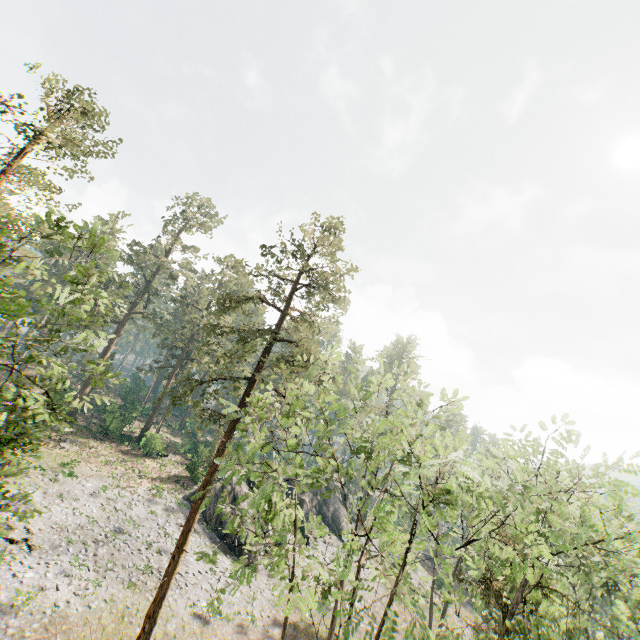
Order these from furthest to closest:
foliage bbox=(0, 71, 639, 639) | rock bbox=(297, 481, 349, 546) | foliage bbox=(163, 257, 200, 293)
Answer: foliage bbox=(163, 257, 200, 293)
rock bbox=(297, 481, 349, 546)
foliage bbox=(0, 71, 639, 639)

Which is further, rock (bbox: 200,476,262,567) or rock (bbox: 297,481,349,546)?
rock (bbox: 297,481,349,546)

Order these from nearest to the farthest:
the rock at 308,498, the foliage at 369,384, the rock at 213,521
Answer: the foliage at 369,384 < the rock at 213,521 < the rock at 308,498

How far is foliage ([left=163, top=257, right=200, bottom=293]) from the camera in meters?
49.1

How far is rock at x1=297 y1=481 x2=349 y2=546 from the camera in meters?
40.4 m

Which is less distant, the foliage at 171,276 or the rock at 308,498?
the rock at 308,498

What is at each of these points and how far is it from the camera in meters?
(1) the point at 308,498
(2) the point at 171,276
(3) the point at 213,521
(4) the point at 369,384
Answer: (1) rock, 42.3
(2) foliage, 48.9
(3) rock, 31.3
(4) foliage, 14.2
